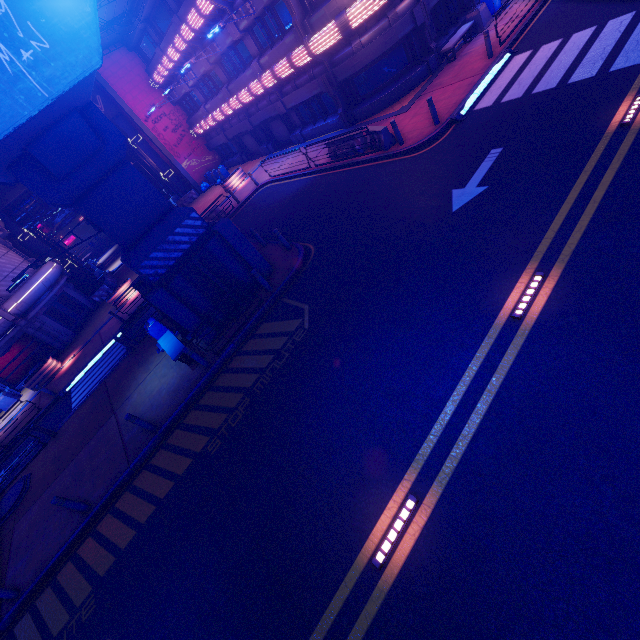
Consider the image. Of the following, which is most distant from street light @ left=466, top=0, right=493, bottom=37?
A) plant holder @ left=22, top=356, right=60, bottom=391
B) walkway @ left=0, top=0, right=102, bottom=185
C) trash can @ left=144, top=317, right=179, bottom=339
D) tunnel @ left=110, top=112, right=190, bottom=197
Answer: plant holder @ left=22, top=356, right=60, bottom=391

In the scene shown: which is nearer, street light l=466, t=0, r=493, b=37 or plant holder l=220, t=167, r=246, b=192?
street light l=466, t=0, r=493, b=37

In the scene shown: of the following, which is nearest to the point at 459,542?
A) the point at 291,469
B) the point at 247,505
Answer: the point at 291,469

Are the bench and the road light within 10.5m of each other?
yes

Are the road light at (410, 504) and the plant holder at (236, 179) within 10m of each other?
no

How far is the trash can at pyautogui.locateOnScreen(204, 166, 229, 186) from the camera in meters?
29.9

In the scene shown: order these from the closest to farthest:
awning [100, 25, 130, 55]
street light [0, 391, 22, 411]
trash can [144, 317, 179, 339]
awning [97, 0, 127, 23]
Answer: trash can [144, 317, 179, 339], awning [97, 0, 127, 23], street light [0, 391, 22, 411], awning [100, 25, 130, 55]

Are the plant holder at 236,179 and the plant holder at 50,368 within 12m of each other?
no
